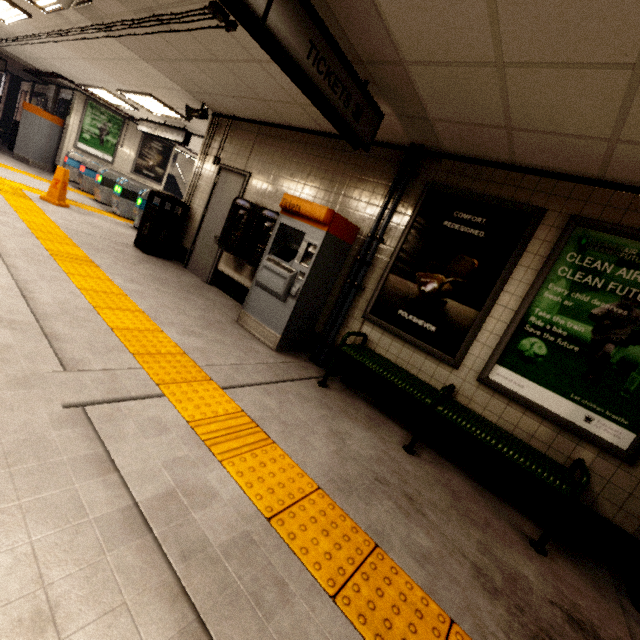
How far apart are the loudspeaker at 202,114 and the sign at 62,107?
8.7m

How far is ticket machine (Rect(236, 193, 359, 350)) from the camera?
3.9m

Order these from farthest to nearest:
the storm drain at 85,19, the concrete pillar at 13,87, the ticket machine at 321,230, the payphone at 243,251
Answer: the concrete pillar at 13,87
the payphone at 243,251
the ticket machine at 321,230
the storm drain at 85,19

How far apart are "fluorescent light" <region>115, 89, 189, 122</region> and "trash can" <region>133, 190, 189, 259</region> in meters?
2.6

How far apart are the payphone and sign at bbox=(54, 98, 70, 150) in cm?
1091

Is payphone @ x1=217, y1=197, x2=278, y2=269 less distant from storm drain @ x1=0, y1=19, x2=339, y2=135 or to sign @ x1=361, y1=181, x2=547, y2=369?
storm drain @ x1=0, y1=19, x2=339, y2=135

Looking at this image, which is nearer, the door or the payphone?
the payphone

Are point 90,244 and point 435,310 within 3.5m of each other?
no
